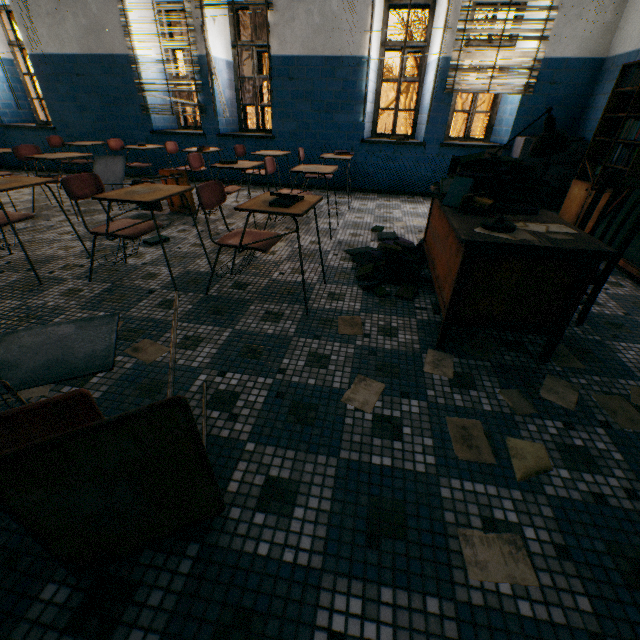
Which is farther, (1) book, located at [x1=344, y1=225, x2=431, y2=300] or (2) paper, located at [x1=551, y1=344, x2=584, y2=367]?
(1) book, located at [x1=344, y1=225, x2=431, y2=300]

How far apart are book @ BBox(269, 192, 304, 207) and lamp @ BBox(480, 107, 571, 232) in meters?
1.1

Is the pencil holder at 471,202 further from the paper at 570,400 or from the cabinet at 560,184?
the cabinet at 560,184

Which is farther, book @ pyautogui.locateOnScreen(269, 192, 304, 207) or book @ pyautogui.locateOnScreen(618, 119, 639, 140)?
book @ pyautogui.locateOnScreen(618, 119, 639, 140)

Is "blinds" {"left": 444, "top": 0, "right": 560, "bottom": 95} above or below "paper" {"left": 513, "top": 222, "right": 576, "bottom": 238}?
above

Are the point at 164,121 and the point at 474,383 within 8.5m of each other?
yes

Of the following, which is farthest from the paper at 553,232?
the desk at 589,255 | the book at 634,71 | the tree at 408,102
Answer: the tree at 408,102

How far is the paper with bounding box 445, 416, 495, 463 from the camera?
1.35m
